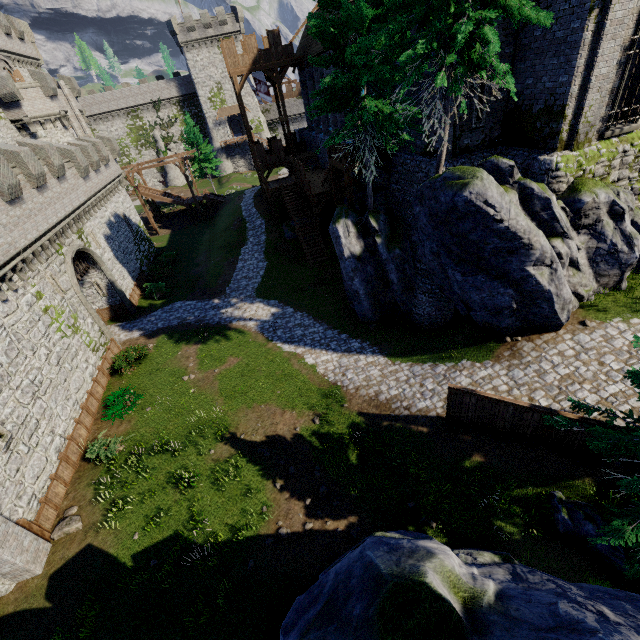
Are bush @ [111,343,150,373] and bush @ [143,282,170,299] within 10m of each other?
yes

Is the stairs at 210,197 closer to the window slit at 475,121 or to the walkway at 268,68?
the walkway at 268,68

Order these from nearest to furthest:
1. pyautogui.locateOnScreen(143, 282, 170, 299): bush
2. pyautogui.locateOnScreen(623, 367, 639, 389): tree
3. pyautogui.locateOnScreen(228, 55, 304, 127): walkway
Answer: pyautogui.locateOnScreen(623, 367, 639, 389): tree
pyautogui.locateOnScreen(143, 282, 170, 299): bush
pyautogui.locateOnScreen(228, 55, 304, 127): walkway

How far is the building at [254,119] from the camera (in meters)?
56.50

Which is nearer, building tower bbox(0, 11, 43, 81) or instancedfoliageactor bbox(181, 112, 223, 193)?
building tower bbox(0, 11, 43, 81)

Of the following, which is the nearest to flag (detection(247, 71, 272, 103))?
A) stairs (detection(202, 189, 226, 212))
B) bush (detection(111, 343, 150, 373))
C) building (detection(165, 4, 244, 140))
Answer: stairs (detection(202, 189, 226, 212))

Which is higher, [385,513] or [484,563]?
[484,563]

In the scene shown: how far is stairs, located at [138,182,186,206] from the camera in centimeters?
4069cm
